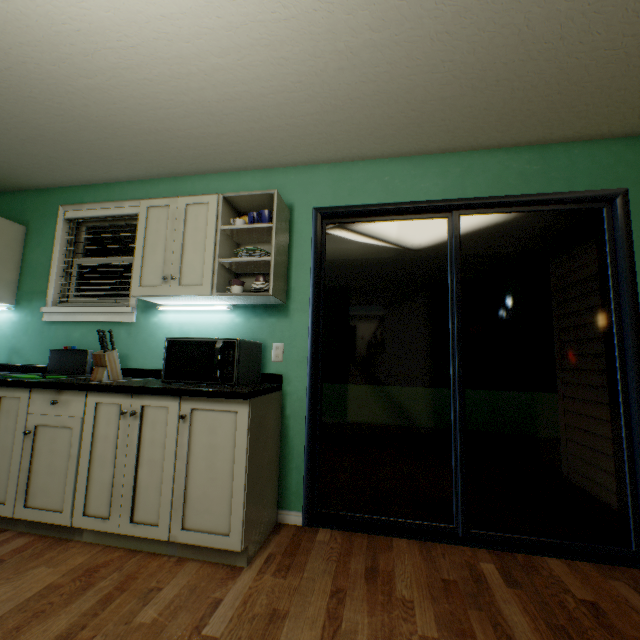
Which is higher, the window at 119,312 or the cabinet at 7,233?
the cabinet at 7,233

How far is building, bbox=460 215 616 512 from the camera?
2.6 meters

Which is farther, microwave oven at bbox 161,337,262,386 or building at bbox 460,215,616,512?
building at bbox 460,215,616,512

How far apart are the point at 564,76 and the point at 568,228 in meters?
1.7

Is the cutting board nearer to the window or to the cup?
the window

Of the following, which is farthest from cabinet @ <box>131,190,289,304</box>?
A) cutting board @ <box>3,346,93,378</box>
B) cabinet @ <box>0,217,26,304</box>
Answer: cabinet @ <box>0,217,26,304</box>

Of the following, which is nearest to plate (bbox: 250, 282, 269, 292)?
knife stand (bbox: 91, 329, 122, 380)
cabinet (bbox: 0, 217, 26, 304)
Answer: knife stand (bbox: 91, 329, 122, 380)

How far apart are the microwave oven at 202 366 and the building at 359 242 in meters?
1.3
